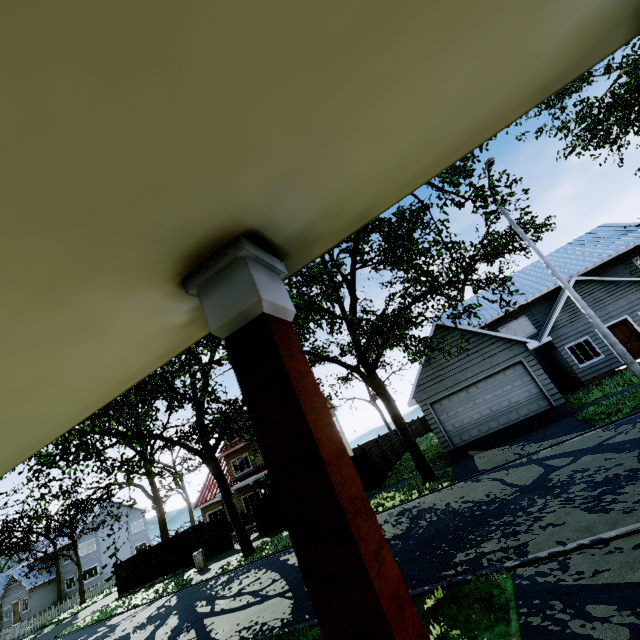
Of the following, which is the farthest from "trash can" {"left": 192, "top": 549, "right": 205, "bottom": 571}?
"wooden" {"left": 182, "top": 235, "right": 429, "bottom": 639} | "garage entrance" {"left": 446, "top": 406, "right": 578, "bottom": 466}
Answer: "wooden" {"left": 182, "top": 235, "right": 429, "bottom": 639}

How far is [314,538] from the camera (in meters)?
0.60

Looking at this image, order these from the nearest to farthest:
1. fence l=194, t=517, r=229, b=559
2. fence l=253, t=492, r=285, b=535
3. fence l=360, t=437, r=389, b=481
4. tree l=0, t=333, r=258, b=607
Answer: tree l=0, t=333, r=258, b=607, fence l=360, t=437, r=389, b=481, fence l=253, t=492, r=285, b=535, fence l=194, t=517, r=229, b=559

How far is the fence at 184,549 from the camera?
21.9 meters

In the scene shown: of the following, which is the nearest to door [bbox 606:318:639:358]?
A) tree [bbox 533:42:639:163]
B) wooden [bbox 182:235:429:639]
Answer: tree [bbox 533:42:639:163]

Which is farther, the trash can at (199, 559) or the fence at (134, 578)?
the fence at (134, 578)

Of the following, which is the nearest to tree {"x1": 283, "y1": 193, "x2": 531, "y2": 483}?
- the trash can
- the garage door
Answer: the garage door

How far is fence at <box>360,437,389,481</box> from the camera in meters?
18.5
